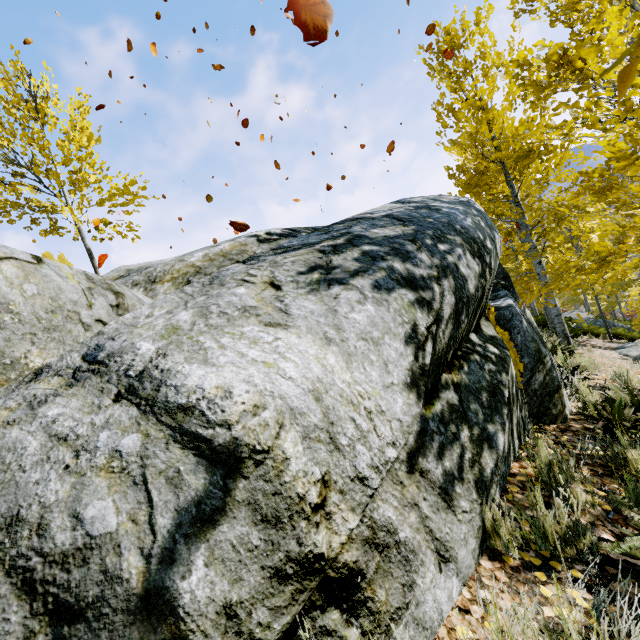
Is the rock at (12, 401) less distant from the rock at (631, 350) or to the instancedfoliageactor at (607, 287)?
the instancedfoliageactor at (607, 287)

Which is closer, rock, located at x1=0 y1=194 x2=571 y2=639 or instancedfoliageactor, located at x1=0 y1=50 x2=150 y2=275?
rock, located at x1=0 y1=194 x2=571 y2=639

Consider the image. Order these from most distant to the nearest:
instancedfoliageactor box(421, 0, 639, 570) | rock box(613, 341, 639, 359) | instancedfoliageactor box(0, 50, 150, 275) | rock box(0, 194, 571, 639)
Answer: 1. rock box(613, 341, 639, 359)
2. instancedfoliageactor box(0, 50, 150, 275)
3. instancedfoliageactor box(421, 0, 639, 570)
4. rock box(0, 194, 571, 639)

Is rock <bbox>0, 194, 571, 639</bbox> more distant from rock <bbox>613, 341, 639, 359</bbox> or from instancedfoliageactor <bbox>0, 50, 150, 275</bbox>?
rock <bbox>613, 341, 639, 359</bbox>

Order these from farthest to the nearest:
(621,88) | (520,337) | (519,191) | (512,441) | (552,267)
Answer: (552,267)
(519,191)
(520,337)
(512,441)
(621,88)

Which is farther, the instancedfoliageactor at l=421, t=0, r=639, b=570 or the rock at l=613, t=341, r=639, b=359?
the rock at l=613, t=341, r=639, b=359

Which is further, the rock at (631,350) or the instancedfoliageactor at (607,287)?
the rock at (631,350)
